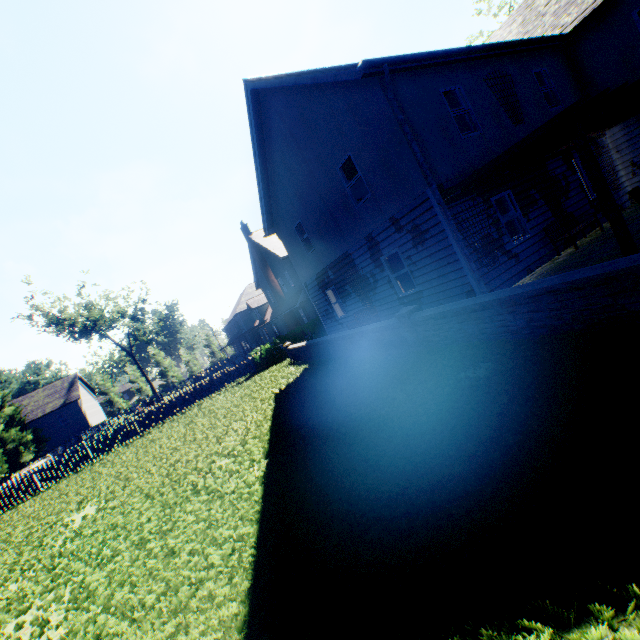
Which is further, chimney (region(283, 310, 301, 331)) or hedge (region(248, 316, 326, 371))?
chimney (region(283, 310, 301, 331))

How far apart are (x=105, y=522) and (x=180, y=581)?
4.6 meters

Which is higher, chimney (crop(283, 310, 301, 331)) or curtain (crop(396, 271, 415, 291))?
chimney (crop(283, 310, 301, 331))

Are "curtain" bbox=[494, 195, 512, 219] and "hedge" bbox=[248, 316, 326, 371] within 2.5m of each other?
no

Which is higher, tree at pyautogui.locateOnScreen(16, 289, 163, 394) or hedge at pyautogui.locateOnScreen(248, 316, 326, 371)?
tree at pyautogui.locateOnScreen(16, 289, 163, 394)

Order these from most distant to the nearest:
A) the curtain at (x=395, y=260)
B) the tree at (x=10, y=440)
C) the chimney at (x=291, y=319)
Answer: the chimney at (x=291, y=319)
the tree at (x=10, y=440)
the curtain at (x=395, y=260)

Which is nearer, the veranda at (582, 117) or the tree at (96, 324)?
the veranda at (582, 117)

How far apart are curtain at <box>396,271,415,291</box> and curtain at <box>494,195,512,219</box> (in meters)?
2.63
